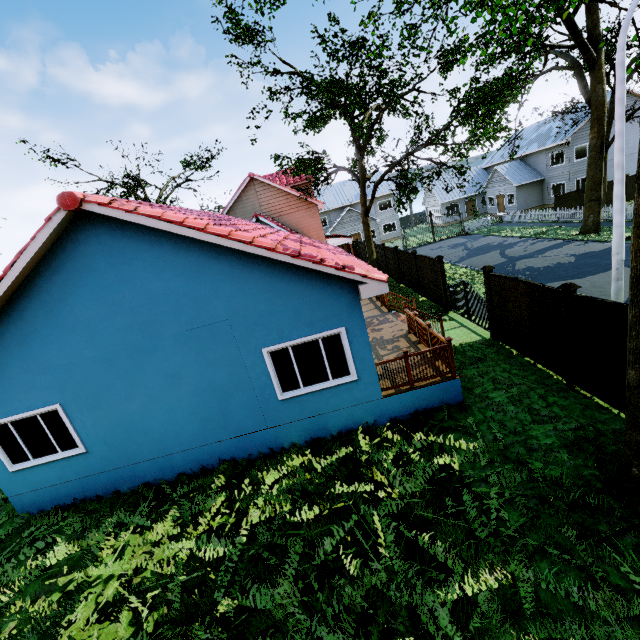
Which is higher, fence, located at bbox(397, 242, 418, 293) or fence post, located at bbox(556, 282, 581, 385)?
fence post, located at bbox(556, 282, 581, 385)

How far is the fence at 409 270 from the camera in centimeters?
1802cm

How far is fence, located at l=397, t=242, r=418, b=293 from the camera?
18.02m

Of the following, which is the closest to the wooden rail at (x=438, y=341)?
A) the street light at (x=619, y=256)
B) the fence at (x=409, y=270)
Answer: the street light at (x=619, y=256)

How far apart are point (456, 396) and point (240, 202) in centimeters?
2063cm

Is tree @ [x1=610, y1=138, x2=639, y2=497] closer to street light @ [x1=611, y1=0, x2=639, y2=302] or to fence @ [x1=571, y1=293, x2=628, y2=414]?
fence @ [x1=571, y1=293, x2=628, y2=414]

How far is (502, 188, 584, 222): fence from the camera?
26.3 meters

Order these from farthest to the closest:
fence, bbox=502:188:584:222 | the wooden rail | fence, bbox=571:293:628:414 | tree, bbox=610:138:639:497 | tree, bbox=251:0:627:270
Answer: fence, bbox=502:188:584:222 → tree, bbox=251:0:627:270 → the wooden rail → fence, bbox=571:293:628:414 → tree, bbox=610:138:639:497
